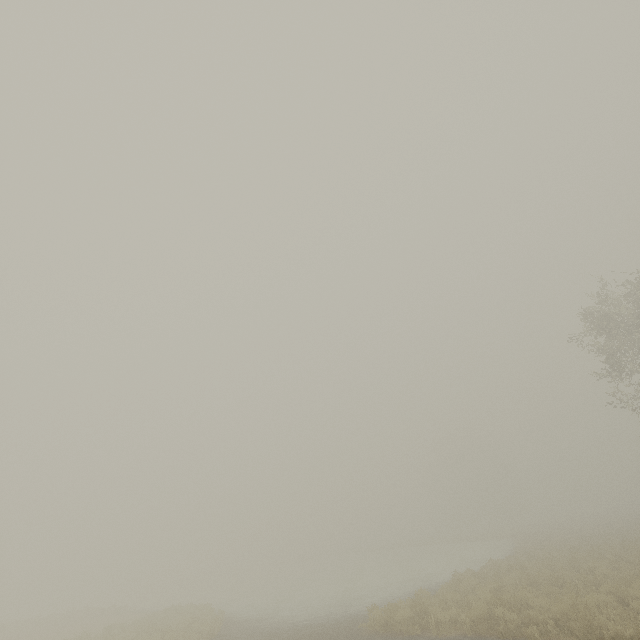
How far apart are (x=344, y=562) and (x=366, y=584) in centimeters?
3911cm
